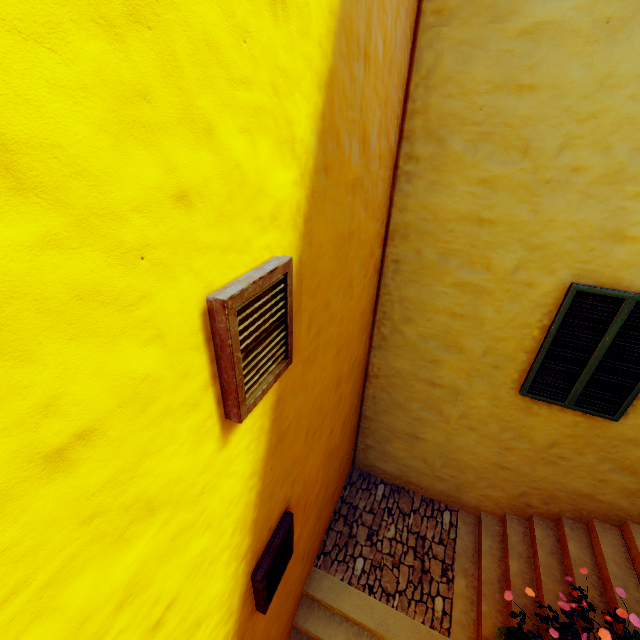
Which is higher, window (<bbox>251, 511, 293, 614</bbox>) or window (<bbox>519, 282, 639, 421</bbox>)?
window (<bbox>519, 282, 639, 421</bbox>)

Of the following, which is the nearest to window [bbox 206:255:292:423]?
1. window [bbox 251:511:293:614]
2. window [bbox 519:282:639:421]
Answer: window [bbox 251:511:293:614]

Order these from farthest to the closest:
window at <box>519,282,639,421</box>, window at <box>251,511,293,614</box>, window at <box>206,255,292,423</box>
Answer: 1. window at <box>519,282,639,421</box>
2. window at <box>251,511,293,614</box>
3. window at <box>206,255,292,423</box>

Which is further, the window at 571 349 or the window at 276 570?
the window at 571 349

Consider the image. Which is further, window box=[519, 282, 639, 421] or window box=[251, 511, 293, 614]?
window box=[519, 282, 639, 421]

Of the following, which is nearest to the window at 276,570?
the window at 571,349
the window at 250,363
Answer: the window at 250,363

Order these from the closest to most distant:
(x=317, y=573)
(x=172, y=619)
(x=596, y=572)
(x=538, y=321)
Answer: (x=172, y=619) < (x=538, y=321) < (x=596, y=572) < (x=317, y=573)

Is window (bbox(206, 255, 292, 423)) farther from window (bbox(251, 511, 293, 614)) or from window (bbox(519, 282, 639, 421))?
window (bbox(519, 282, 639, 421))
